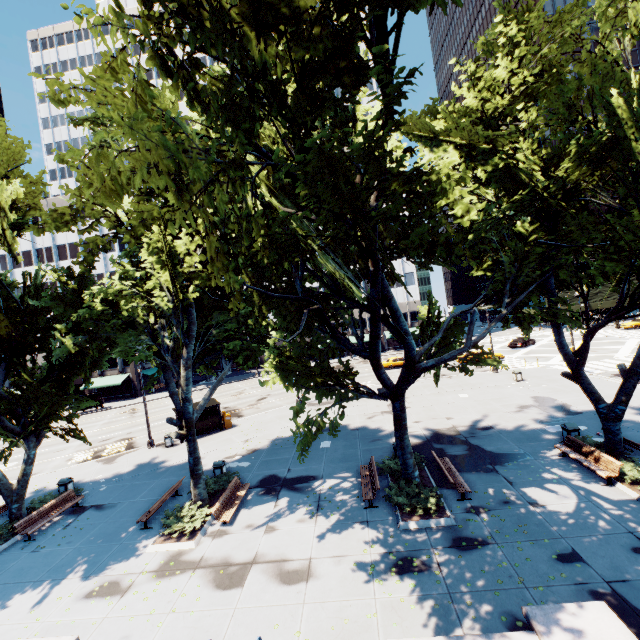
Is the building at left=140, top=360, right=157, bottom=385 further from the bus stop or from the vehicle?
the bus stop

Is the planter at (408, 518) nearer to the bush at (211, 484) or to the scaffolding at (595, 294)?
Answer: the bush at (211, 484)

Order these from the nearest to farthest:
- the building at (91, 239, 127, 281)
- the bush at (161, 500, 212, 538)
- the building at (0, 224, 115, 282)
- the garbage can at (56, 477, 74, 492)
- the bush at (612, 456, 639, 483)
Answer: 1. the bush at (612, 456, 639, 483)
2. the bush at (161, 500, 212, 538)
3. the garbage can at (56, 477, 74, 492)
4. the building at (91, 239, 127, 281)
5. the building at (0, 224, 115, 282)

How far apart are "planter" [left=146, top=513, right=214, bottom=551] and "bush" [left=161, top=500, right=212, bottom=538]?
0.2 meters

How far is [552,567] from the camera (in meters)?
9.01

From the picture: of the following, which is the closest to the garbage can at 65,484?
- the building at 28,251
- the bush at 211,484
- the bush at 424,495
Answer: the bush at 211,484

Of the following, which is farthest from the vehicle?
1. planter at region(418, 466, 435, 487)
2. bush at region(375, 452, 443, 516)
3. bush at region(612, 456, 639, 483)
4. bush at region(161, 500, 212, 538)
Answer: bush at region(161, 500, 212, 538)

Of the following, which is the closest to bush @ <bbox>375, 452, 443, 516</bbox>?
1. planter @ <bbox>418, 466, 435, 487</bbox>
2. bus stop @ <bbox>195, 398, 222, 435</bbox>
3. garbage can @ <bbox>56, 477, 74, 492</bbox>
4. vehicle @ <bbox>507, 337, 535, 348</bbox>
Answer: planter @ <bbox>418, 466, 435, 487</bbox>
